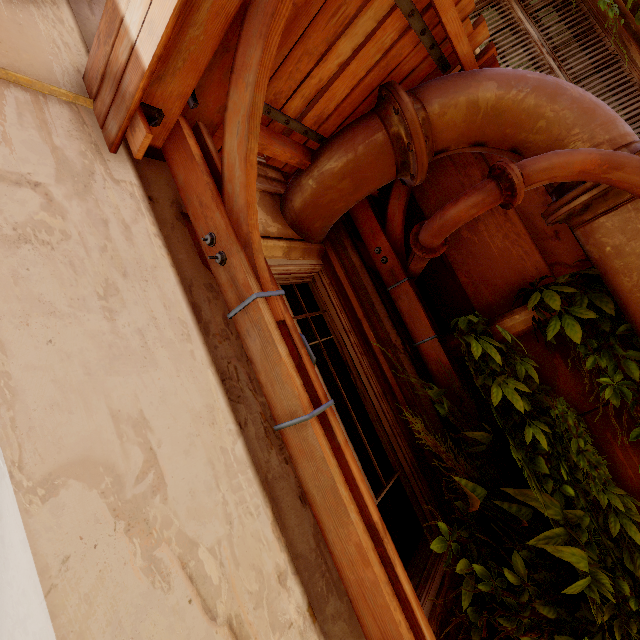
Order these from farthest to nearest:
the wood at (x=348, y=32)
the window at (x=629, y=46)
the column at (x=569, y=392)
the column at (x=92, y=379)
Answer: the window at (x=629, y=46) → the column at (x=569, y=392) → the wood at (x=348, y=32) → the column at (x=92, y=379)

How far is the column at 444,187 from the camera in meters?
2.8

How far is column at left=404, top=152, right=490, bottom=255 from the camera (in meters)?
2.82

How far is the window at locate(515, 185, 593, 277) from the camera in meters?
2.8

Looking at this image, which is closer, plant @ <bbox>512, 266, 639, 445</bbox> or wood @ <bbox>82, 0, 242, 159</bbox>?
wood @ <bbox>82, 0, 242, 159</bbox>

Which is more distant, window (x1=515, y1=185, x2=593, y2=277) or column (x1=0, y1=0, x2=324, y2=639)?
window (x1=515, y1=185, x2=593, y2=277)

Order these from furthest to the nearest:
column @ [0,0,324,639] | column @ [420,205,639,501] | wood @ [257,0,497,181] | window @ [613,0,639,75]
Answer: window @ [613,0,639,75]
column @ [420,205,639,501]
wood @ [257,0,497,181]
column @ [0,0,324,639]

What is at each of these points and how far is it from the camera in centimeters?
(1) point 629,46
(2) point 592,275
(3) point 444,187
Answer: (1) window, 314cm
(2) plant, 232cm
(3) column, 285cm
